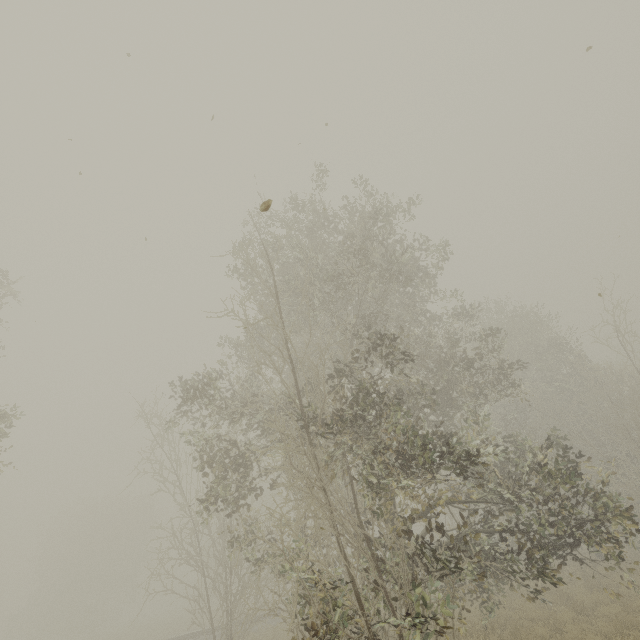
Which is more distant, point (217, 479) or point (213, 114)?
point (217, 479)
